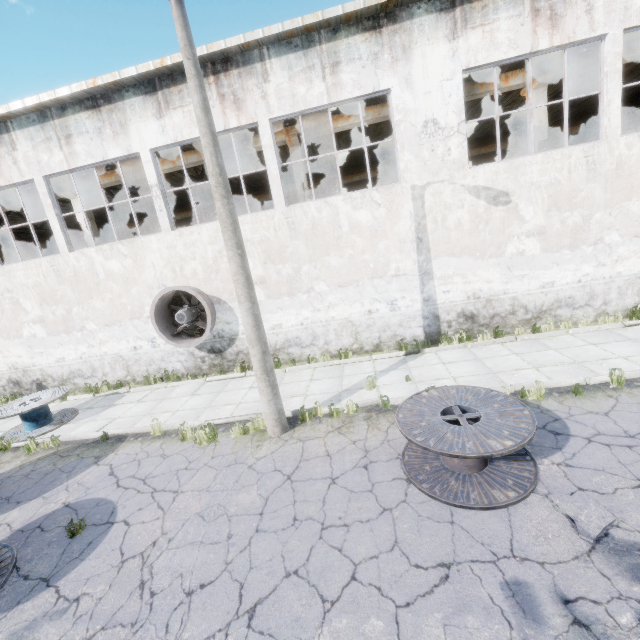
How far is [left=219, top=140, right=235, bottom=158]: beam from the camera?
12.89m

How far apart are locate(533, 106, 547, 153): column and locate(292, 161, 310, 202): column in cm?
848

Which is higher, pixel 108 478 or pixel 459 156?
pixel 459 156

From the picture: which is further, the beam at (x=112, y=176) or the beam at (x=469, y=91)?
the beam at (x=112, y=176)

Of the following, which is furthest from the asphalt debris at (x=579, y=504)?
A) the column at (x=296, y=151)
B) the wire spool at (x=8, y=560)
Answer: the column at (x=296, y=151)

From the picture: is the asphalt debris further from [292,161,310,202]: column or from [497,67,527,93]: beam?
[497,67,527,93]: beam

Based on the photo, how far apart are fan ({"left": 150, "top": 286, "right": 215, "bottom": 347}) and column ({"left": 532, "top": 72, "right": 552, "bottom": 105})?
12.4 meters
